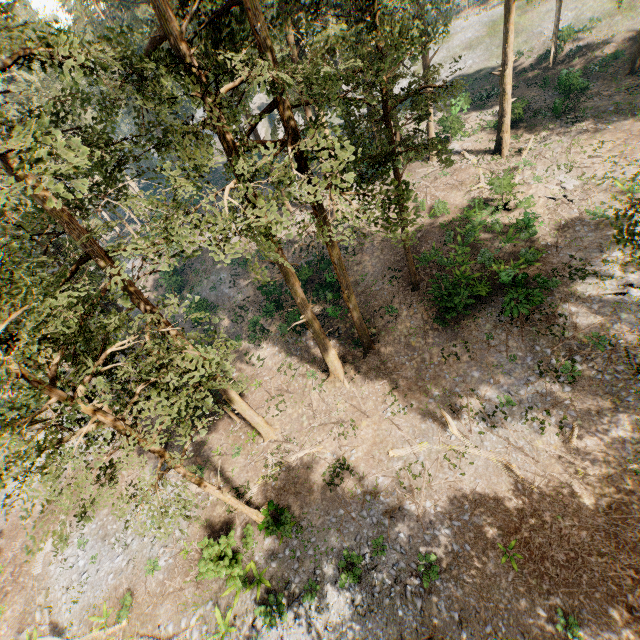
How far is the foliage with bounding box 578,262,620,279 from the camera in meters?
18.6

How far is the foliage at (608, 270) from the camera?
18.6m

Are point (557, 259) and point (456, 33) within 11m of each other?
no

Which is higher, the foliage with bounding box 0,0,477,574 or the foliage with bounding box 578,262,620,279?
the foliage with bounding box 0,0,477,574

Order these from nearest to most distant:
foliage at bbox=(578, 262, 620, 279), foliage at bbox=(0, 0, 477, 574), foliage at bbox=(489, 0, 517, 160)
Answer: foliage at bbox=(0, 0, 477, 574) < foliage at bbox=(578, 262, 620, 279) < foliage at bbox=(489, 0, 517, 160)

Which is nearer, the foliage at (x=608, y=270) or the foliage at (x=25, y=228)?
the foliage at (x=25, y=228)

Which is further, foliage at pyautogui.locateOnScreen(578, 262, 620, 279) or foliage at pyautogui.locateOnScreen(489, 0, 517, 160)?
foliage at pyautogui.locateOnScreen(489, 0, 517, 160)
